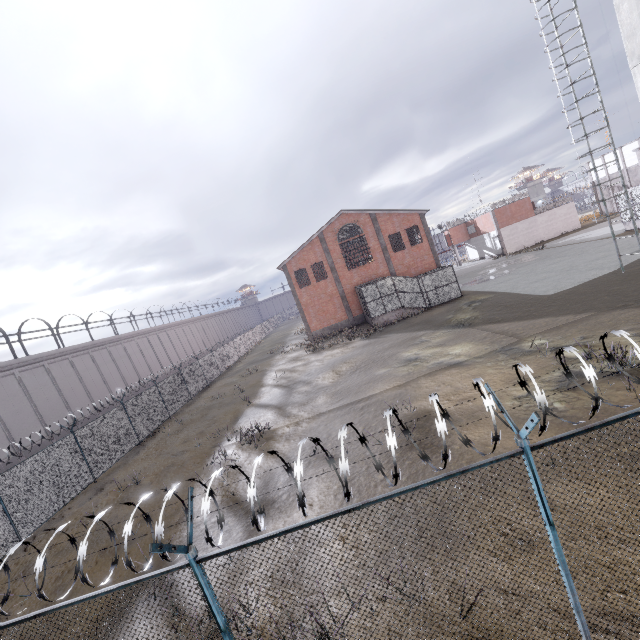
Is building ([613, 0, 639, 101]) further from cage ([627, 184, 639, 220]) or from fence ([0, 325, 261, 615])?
cage ([627, 184, 639, 220])

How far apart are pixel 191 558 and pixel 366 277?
33.2 meters

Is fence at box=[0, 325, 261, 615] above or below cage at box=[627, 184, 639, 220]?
below

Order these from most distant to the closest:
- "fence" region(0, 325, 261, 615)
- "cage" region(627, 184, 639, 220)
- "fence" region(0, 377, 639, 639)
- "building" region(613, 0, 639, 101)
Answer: "cage" region(627, 184, 639, 220)
"building" region(613, 0, 639, 101)
"fence" region(0, 325, 261, 615)
"fence" region(0, 377, 639, 639)

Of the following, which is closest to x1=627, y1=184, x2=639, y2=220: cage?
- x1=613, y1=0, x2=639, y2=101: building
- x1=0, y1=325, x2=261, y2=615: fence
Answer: x1=0, y1=325, x2=261, y2=615: fence

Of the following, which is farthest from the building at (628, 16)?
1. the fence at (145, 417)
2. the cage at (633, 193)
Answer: the cage at (633, 193)

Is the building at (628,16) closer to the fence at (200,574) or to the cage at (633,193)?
the fence at (200,574)
